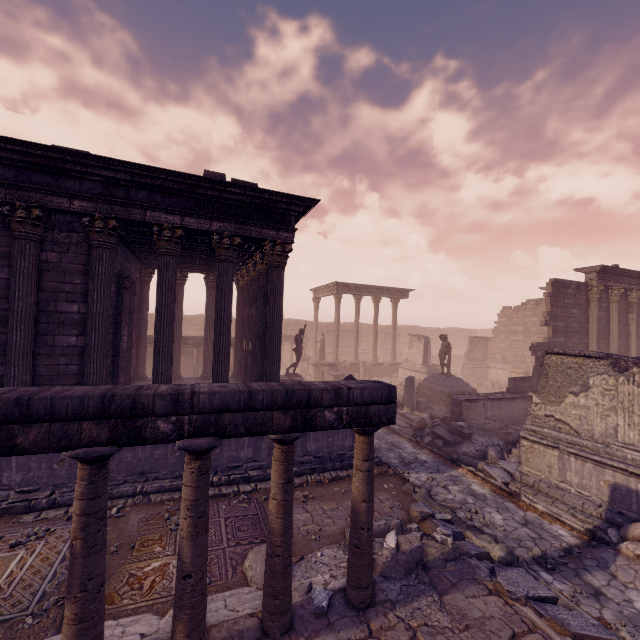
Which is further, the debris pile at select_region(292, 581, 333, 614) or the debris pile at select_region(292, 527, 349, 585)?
the debris pile at select_region(292, 527, 349, 585)

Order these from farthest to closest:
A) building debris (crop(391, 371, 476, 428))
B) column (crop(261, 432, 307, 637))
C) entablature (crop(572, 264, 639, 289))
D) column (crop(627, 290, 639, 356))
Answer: column (crop(627, 290, 639, 356))
entablature (crop(572, 264, 639, 289))
building debris (crop(391, 371, 476, 428))
column (crop(261, 432, 307, 637))

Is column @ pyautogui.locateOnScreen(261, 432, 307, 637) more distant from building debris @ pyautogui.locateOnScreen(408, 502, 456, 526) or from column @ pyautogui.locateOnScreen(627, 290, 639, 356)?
column @ pyautogui.locateOnScreen(627, 290, 639, 356)

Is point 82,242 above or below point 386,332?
above

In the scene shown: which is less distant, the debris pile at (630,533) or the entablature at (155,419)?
the entablature at (155,419)

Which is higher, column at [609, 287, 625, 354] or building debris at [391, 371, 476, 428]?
column at [609, 287, 625, 354]

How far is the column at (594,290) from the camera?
16.7m

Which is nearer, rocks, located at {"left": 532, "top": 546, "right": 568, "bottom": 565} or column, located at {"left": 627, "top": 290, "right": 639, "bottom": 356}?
rocks, located at {"left": 532, "top": 546, "right": 568, "bottom": 565}
